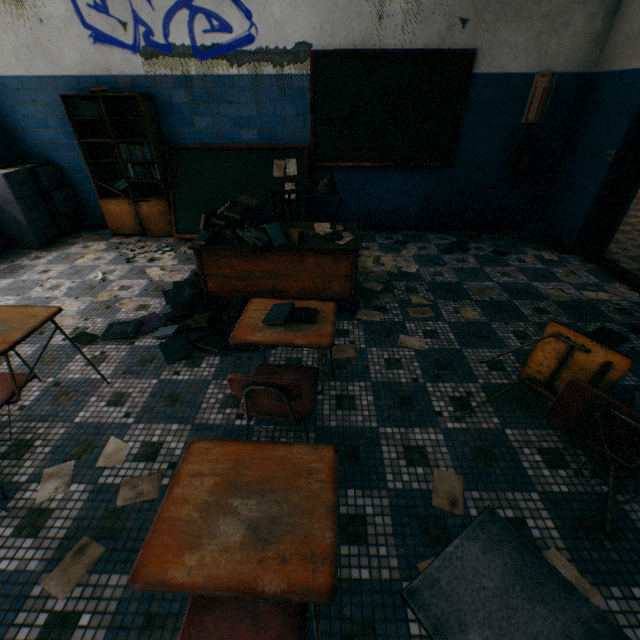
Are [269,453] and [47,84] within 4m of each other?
no

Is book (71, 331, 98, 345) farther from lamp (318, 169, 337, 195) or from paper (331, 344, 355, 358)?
lamp (318, 169, 337, 195)

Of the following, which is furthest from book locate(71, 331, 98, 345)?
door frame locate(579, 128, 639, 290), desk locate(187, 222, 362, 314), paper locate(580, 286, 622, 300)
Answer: door frame locate(579, 128, 639, 290)

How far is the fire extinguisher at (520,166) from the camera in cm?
425

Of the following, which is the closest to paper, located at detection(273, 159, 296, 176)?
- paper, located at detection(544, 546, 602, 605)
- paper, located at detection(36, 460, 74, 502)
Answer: paper, located at detection(36, 460, 74, 502)

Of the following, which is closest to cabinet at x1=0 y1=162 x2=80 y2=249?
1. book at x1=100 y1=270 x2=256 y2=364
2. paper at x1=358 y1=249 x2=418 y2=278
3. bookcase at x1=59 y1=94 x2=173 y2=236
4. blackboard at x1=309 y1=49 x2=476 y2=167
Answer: bookcase at x1=59 y1=94 x2=173 y2=236

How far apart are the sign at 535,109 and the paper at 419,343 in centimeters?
362cm

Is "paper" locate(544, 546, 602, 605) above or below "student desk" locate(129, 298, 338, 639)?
below
